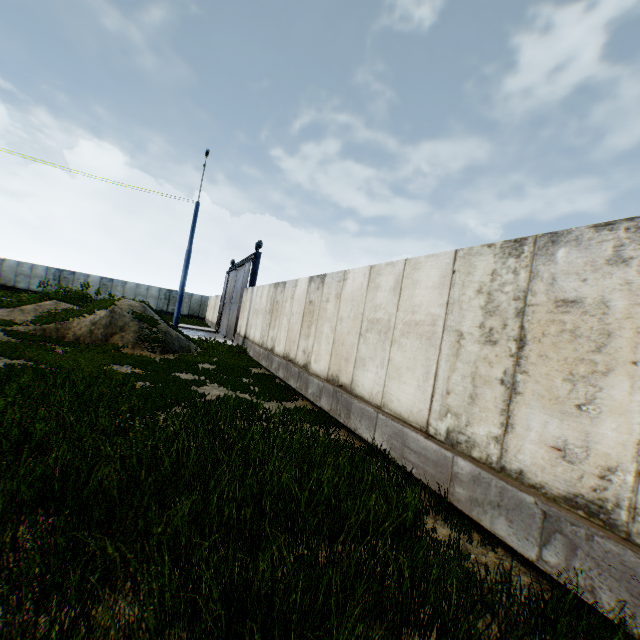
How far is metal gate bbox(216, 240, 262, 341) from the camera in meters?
20.8 m

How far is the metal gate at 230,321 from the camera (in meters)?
20.80

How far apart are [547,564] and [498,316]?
2.72m
